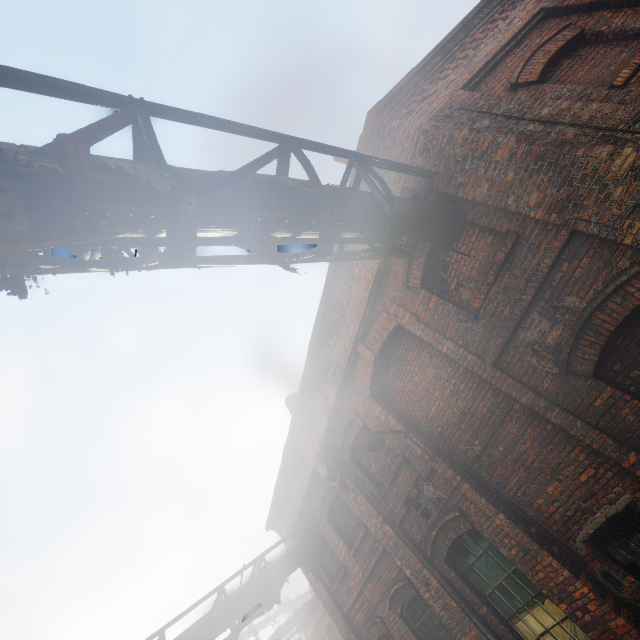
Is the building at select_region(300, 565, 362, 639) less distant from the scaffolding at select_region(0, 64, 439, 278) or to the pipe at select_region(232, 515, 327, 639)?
the pipe at select_region(232, 515, 327, 639)

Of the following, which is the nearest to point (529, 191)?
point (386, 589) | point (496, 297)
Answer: point (496, 297)

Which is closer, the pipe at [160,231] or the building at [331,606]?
the pipe at [160,231]

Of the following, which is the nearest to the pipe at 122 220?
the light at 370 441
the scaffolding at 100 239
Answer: the scaffolding at 100 239

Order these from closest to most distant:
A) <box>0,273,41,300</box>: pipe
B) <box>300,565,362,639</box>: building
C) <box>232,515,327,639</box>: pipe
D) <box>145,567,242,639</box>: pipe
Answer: <box>0,273,41,300</box>: pipe, <box>145,567,242,639</box>: pipe, <box>232,515,327,639</box>: pipe, <box>300,565,362,639</box>: building

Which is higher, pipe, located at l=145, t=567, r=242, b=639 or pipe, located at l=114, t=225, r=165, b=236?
pipe, located at l=145, t=567, r=242, b=639
